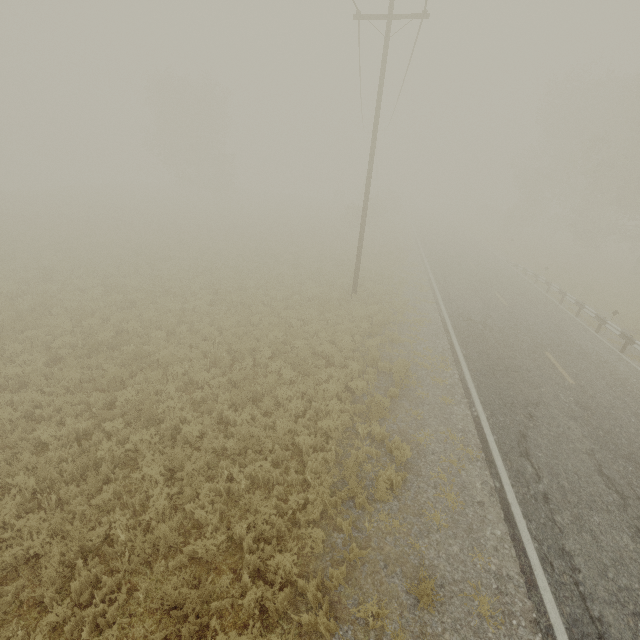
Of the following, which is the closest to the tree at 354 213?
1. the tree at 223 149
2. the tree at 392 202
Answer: the tree at 392 202

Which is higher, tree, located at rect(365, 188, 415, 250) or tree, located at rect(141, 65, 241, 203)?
tree, located at rect(141, 65, 241, 203)

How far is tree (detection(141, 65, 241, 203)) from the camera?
37.7 meters

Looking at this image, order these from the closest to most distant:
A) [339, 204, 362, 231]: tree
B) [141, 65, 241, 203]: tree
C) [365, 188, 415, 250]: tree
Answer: [339, 204, 362, 231]: tree
[365, 188, 415, 250]: tree
[141, 65, 241, 203]: tree

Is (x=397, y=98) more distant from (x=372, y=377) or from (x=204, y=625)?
(x=204, y=625)

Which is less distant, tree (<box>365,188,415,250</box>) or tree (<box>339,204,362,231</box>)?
tree (<box>339,204,362,231</box>)

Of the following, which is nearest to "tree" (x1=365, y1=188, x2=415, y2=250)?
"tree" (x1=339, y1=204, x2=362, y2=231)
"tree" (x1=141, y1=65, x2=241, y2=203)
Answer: "tree" (x1=339, y1=204, x2=362, y2=231)

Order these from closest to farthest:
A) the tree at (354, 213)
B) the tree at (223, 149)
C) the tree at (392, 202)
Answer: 1. the tree at (354, 213)
2. the tree at (392, 202)
3. the tree at (223, 149)
